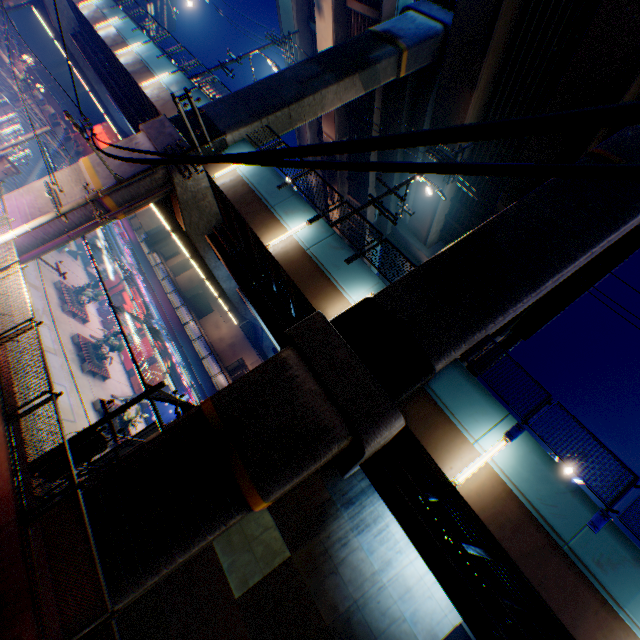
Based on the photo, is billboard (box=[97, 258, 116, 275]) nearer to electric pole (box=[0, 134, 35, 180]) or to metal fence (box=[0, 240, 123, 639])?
metal fence (box=[0, 240, 123, 639])

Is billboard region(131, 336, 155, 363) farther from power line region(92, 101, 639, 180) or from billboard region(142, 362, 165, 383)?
power line region(92, 101, 639, 180)

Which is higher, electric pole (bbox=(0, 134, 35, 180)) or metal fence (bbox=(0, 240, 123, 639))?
metal fence (bbox=(0, 240, 123, 639))

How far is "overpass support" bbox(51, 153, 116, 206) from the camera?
13.9m

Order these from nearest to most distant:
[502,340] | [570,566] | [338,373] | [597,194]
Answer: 1. [570,566]
2. [338,373]
3. [597,194]
4. [502,340]

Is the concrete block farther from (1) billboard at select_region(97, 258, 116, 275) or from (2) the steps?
(1) billboard at select_region(97, 258, 116, 275)

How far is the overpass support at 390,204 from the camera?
28.0 meters

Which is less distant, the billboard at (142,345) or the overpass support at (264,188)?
the overpass support at (264,188)
